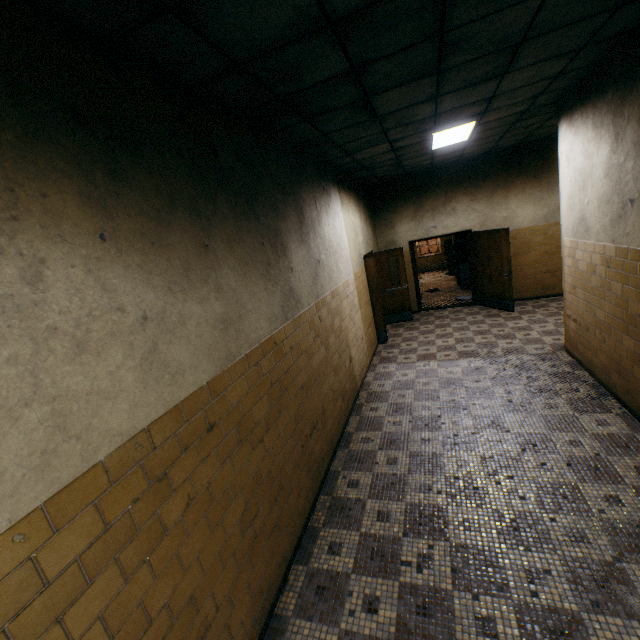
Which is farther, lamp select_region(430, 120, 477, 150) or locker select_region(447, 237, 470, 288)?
locker select_region(447, 237, 470, 288)

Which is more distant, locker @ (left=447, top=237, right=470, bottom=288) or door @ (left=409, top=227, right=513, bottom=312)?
locker @ (left=447, top=237, right=470, bottom=288)

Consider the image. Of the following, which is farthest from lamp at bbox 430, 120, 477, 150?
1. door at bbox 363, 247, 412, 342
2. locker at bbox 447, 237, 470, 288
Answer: locker at bbox 447, 237, 470, 288

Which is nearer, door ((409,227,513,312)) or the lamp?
the lamp

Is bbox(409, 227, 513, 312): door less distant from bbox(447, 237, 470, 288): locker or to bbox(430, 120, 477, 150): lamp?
bbox(447, 237, 470, 288): locker

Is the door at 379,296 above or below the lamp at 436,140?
below

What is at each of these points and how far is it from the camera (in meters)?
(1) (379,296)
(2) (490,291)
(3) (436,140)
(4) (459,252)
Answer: (1) door, 7.69
(2) door, 8.71
(3) lamp, 5.57
(4) locker, 11.38

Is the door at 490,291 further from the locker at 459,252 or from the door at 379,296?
the locker at 459,252
